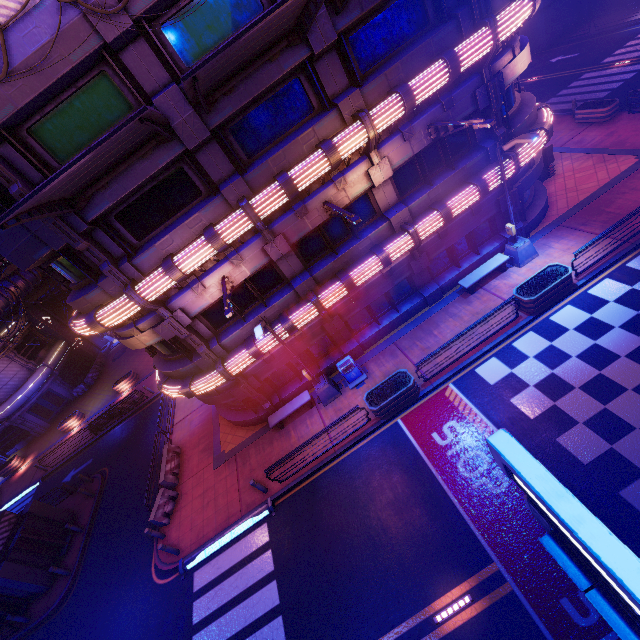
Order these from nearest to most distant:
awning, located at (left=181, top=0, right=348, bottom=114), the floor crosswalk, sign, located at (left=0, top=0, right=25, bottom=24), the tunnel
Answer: awning, located at (left=181, top=0, right=348, bottom=114) < sign, located at (left=0, top=0, right=25, bottom=24) < the floor crosswalk < the tunnel

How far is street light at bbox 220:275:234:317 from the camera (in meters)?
10.10

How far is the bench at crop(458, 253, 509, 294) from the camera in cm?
1518

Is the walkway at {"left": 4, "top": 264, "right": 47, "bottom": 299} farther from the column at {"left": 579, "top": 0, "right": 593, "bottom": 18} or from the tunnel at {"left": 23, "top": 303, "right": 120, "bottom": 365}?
the column at {"left": 579, "top": 0, "right": 593, "bottom": 18}

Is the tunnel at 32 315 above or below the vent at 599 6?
above

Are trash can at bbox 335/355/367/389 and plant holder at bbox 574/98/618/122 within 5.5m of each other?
no

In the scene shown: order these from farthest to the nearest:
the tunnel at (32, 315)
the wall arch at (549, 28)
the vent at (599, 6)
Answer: the tunnel at (32, 315), the wall arch at (549, 28), the vent at (599, 6)

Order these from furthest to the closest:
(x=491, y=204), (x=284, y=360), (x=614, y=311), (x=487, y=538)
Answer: (x=284, y=360)
(x=491, y=204)
(x=614, y=311)
(x=487, y=538)
